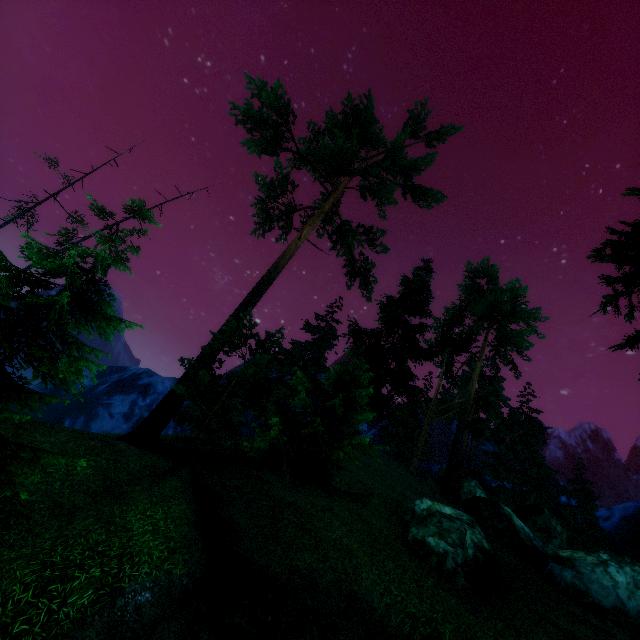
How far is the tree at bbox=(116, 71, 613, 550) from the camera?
16.0 meters

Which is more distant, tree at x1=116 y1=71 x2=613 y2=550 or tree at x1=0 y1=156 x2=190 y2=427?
tree at x1=116 y1=71 x2=613 y2=550

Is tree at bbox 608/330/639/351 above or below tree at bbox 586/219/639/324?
below

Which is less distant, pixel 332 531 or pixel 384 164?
pixel 332 531

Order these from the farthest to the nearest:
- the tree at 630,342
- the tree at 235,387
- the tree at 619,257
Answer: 1. the tree at 235,387
2. the tree at 619,257
3. the tree at 630,342

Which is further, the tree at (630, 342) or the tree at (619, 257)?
the tree at (619, 257)
